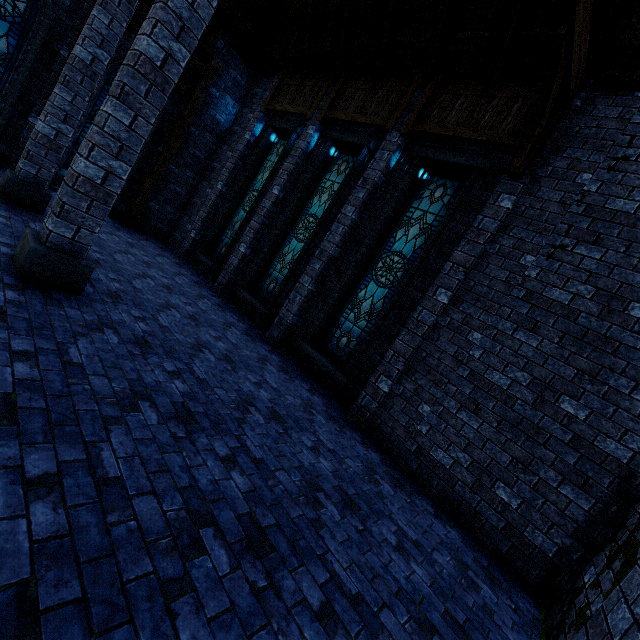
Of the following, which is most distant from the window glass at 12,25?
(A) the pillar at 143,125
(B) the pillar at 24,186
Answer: (A) the pillar at 143,125

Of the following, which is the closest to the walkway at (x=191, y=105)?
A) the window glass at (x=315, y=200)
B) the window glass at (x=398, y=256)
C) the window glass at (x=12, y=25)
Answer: the window glass at (x=12, y=25)

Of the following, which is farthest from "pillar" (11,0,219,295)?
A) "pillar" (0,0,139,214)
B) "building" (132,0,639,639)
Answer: "pillar" (0,0,139,214)

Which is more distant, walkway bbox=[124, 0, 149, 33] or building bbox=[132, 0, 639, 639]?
walkway bbox=[124, 0, 149, 33]

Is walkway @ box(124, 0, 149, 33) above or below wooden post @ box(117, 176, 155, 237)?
above

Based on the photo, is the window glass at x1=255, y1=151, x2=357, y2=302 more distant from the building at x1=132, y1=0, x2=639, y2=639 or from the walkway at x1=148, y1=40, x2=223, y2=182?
the walkway at x1=148, y1=40, x2=223, y2=182

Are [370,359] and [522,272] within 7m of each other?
yes

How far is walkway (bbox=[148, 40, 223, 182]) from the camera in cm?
1019
